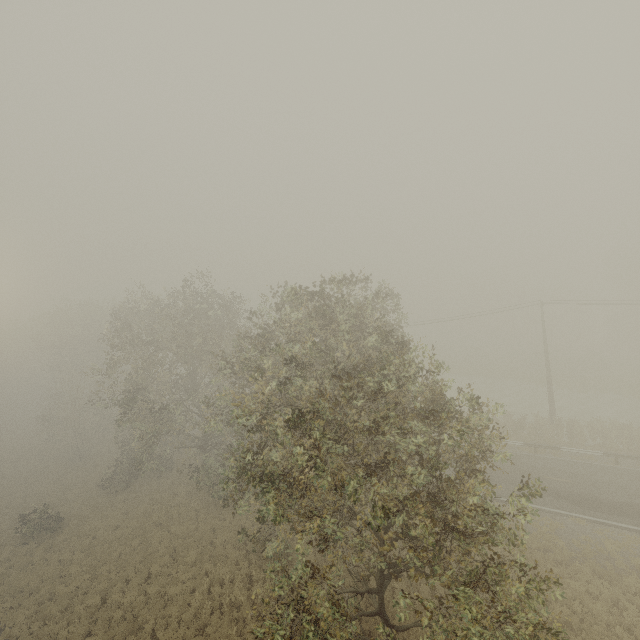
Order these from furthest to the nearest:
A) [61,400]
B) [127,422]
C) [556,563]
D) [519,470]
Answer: [61,400] < [519,470] < [127,422] < [556,563]
